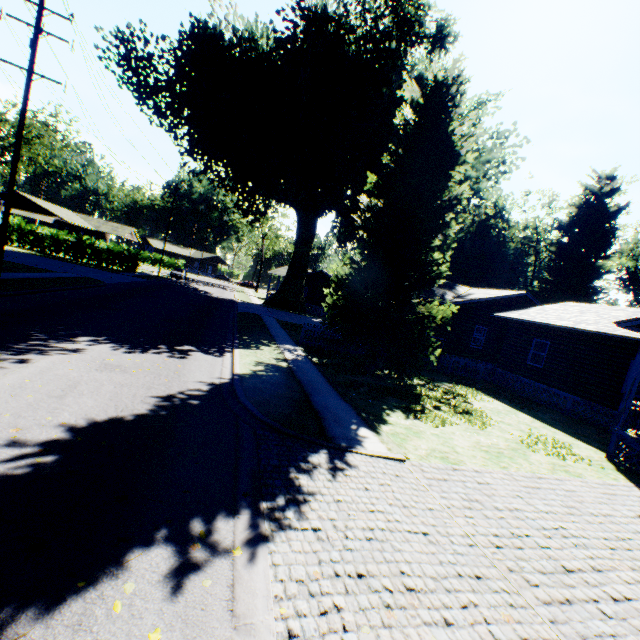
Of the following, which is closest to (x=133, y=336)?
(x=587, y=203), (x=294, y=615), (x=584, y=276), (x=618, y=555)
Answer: (x=294, y=615)

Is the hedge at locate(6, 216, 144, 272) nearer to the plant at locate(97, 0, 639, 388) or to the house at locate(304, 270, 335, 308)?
the plant at locate(97, 0, 639, 388)

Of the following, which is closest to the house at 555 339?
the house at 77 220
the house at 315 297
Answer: the house at 315 297

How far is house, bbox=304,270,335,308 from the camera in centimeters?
5000cm

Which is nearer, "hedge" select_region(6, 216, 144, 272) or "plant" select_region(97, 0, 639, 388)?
"plant" select_region(97, 0, 639, 388)

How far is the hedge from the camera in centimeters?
3562cm

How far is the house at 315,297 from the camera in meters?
50.0 m

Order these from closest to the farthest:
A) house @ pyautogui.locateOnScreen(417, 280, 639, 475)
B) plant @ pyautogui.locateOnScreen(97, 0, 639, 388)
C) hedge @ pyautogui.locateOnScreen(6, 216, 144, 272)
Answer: house @ pyautogui.locateOnScreen(417, 280, 639, 475) < plant @ pyautogui.locateOnScreen(97, 0, 639, 388) < hedge @ pyautogui.locateOnScreen(6, 216, 144, 272)
